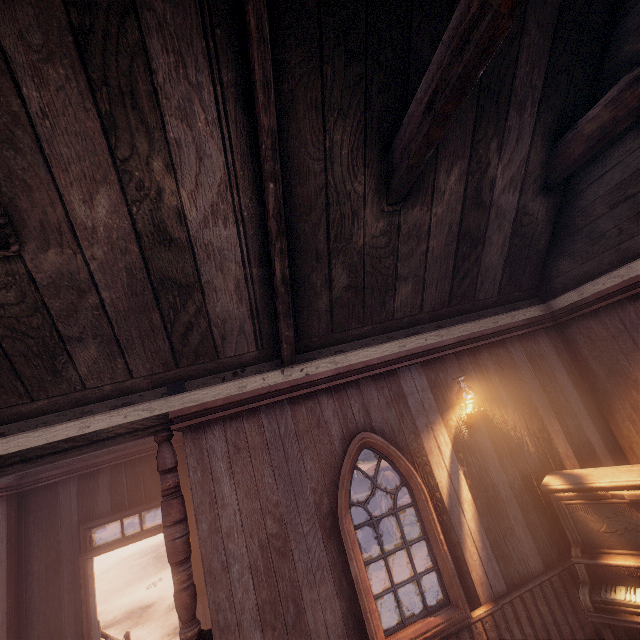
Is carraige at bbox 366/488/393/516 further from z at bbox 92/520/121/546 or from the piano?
the piano

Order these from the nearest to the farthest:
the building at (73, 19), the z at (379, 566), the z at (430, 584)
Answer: the building at (73, 19) → the z at (430, 584) → the z at (379, 566)

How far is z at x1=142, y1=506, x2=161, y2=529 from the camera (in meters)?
26.80

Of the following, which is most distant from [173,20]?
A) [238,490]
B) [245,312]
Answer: [238,490]

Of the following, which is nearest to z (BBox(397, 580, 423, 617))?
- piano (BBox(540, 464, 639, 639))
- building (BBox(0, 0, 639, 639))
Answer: building (BBox(0, 0, 639, 639))

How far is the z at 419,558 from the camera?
8.51m

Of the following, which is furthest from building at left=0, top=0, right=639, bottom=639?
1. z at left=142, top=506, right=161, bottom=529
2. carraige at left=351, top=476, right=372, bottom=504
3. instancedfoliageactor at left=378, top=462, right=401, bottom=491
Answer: instancedfoliageactor at left=378, top=462, right=401, bottom=491

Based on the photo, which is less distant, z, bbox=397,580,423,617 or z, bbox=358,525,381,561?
z, bbox=397,580,423,617
